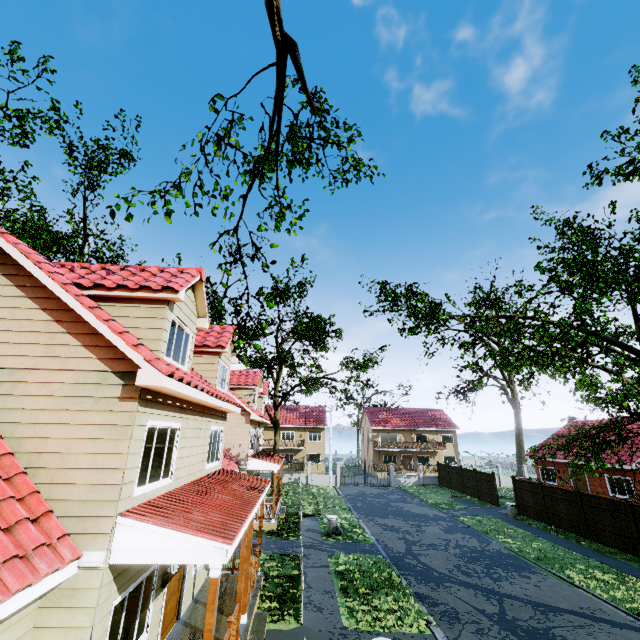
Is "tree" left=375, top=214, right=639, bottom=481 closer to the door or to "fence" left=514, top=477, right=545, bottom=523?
"fence" left=514, top=477, right=545, bottom=523

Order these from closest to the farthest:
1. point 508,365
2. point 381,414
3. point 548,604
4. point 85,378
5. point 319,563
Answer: point 85,378, point 548,604, point 319,563, point 508,365, point 381,414

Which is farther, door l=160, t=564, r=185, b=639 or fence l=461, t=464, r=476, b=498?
fence l=461, t=464, r=476, b=498

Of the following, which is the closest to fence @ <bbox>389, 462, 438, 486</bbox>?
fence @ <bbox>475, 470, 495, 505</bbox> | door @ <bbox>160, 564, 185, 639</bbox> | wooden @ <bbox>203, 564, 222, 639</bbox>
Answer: fence @ <bbox>475, 470, 495, 505</bbox>

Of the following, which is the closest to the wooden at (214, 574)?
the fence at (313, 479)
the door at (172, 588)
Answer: the fence at (313, 479)

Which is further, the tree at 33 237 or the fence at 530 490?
the fence at 530 490

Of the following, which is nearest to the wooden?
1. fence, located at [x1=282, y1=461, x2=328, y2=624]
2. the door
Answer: fence, located at [x1=282, y1=461, x2=328, y2=624]

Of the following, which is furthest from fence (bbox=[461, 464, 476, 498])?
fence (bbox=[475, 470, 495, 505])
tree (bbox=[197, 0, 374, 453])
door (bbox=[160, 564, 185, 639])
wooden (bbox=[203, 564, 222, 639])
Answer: door (bbox=[160, 564, 185, 639])
